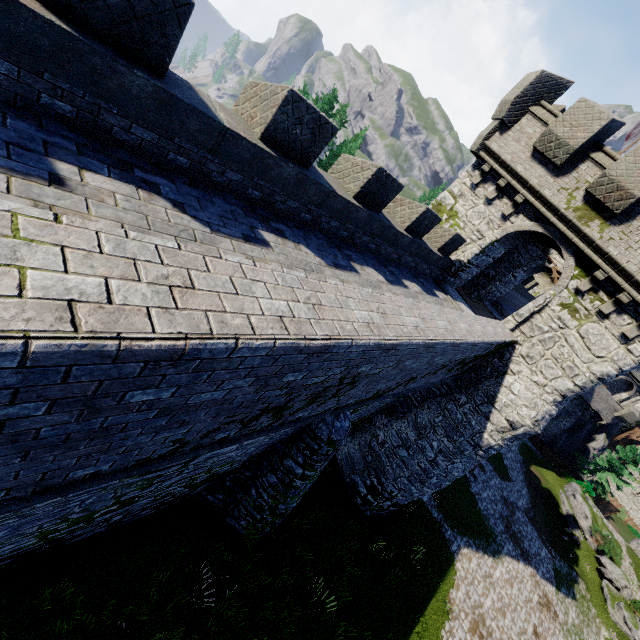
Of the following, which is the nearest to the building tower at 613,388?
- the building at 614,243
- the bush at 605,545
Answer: the building at 614,243

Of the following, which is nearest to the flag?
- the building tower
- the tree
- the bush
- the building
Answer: the building

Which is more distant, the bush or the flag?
the bush

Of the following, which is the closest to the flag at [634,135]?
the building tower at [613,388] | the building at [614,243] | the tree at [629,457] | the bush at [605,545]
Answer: the building at [614,243]

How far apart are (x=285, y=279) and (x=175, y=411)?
1.59m

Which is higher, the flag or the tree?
the flag

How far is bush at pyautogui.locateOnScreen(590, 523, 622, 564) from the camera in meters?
28.3 m
